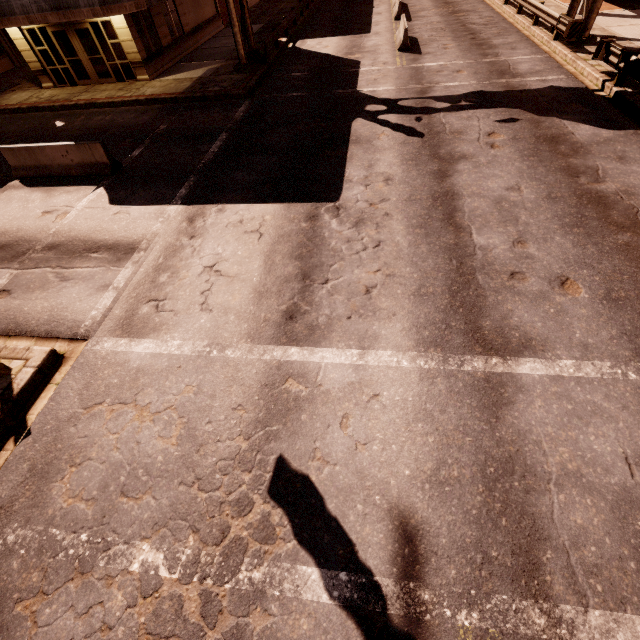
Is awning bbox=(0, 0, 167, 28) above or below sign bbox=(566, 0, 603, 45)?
above

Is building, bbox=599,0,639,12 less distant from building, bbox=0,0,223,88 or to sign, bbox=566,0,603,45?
sign, bbox=566,0,603,45

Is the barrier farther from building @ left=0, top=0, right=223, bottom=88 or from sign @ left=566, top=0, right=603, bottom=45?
sign @ left=566, top=0, right=603, bottom=45

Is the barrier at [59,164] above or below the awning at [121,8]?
below

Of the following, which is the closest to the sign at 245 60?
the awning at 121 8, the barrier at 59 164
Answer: the awning at 121 8

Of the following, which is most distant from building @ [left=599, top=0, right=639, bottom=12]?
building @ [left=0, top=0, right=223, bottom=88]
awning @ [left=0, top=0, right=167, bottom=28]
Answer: building @ [left=0, top=0, right=223, bottom=88]

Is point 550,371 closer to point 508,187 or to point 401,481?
point 401,481

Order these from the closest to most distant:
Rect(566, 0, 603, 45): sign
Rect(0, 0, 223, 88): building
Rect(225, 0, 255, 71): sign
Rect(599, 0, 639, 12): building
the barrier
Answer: the barrier → Rect(566, 0, 603, 45): sign → Rect(225, 0, 255, 71): sign → Rect(0, 0, 223, 88): building → Rect(599, 0, 639, 12): building
